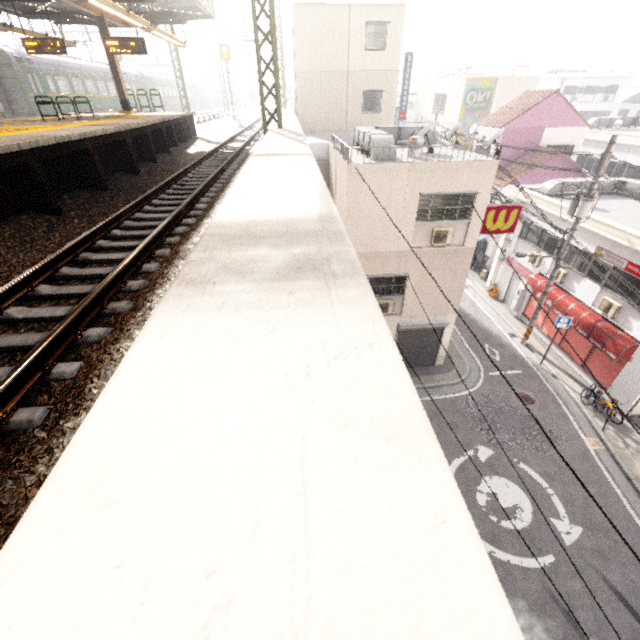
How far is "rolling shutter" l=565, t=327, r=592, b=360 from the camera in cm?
1448

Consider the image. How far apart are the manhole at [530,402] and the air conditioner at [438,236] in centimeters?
739cm

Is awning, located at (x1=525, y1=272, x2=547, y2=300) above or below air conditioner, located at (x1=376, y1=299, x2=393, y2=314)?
below

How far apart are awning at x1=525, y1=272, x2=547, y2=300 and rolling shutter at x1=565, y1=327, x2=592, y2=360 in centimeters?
7cm

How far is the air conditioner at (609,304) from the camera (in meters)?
12.84

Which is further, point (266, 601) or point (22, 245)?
point (22, 245)

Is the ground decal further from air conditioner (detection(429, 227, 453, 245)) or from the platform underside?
the platform underside

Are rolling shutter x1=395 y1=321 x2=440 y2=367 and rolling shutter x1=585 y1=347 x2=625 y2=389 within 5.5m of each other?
no
